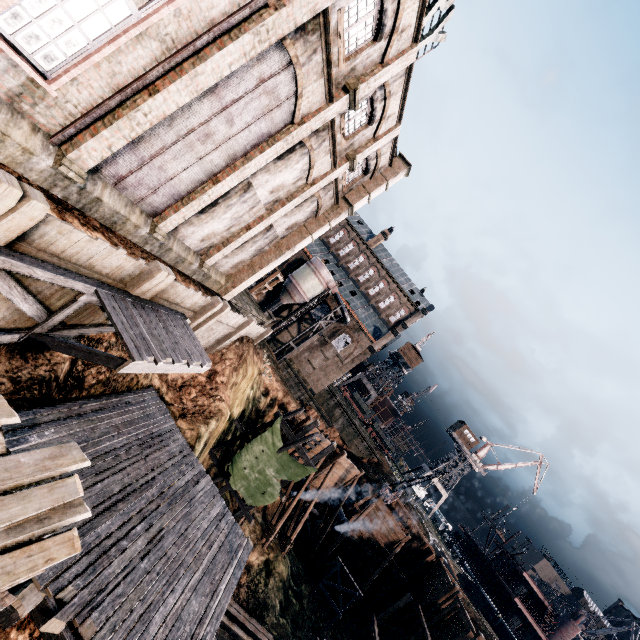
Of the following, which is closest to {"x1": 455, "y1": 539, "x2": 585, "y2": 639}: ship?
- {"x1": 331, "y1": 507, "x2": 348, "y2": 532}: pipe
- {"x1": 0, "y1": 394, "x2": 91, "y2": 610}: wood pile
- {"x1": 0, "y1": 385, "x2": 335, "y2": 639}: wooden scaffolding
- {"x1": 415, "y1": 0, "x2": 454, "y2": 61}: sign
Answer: {"x1": 331, "y1": 507, "x2": 348, "y2": 532}: pipe

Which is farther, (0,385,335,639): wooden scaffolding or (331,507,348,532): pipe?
(331,507,348,532): pipe

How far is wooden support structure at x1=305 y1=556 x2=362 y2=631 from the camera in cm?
2734

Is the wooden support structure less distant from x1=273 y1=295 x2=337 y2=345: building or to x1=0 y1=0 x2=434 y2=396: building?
x1=273 y1=295 x2=337 y2=345: building

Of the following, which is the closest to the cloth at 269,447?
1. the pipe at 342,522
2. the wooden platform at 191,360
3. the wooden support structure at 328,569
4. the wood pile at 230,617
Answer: the wood pile at 230,617

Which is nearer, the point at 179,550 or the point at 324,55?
the point at 179,550

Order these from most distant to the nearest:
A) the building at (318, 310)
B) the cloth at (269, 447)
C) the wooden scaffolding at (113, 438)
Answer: the building at (318, 310) < the cloth at (269, 447) < the wooden scaffolding at (113, 438)

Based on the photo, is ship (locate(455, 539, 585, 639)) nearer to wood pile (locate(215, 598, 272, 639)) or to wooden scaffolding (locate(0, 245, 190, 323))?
wood pile (locate(215, 598, 272, 639))
